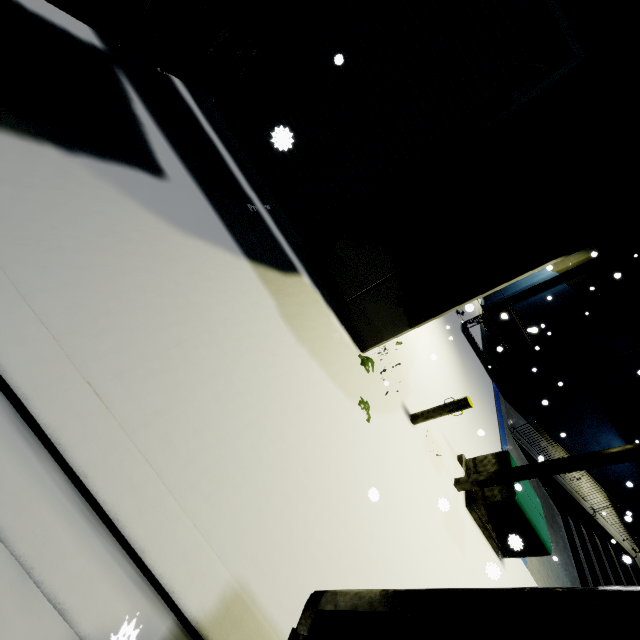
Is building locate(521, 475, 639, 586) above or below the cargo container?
below

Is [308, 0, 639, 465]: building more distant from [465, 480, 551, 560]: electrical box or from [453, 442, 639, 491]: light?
[465, 480, 551, 560]: electrical box

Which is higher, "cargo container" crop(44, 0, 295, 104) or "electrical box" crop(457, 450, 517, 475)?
"cargo container" crop(44, 0, 295, 104)

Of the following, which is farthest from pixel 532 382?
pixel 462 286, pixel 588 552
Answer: pixel 462 286

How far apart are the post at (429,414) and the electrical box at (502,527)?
1.8 meters

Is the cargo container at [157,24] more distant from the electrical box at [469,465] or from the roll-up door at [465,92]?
the electrical box at [469,465]

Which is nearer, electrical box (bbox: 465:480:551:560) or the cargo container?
the cargo container

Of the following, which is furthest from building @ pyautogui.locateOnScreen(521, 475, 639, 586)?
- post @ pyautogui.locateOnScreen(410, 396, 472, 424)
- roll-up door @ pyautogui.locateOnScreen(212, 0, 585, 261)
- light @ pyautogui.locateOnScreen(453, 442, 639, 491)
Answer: post @ pyautogui.locateOnScreen(410, 396, 472, 424)
